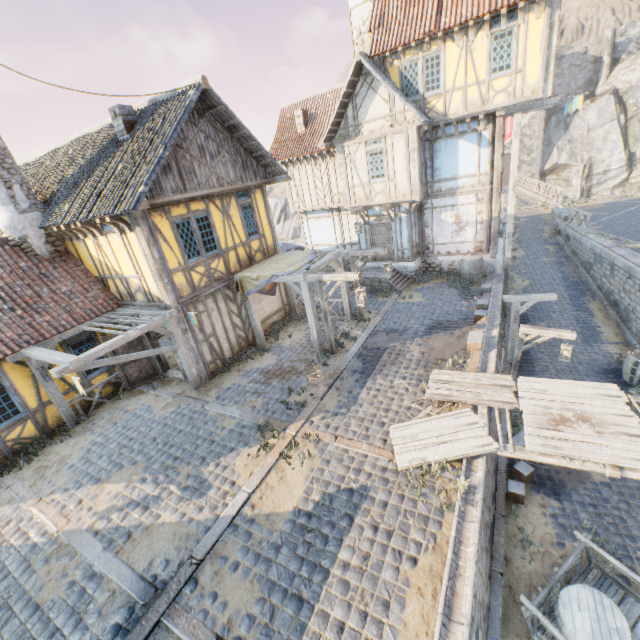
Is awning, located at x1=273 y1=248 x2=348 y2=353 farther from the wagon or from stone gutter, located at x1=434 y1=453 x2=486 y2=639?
the wagon

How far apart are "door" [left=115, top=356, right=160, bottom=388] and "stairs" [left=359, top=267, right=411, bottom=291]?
9.9 meters

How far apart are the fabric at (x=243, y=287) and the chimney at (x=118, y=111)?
5.24m

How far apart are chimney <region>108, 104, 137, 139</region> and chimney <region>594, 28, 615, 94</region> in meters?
51.6

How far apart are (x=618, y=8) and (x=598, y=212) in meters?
65.4

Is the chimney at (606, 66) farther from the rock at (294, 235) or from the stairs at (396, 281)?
the stairs at (396, 281)

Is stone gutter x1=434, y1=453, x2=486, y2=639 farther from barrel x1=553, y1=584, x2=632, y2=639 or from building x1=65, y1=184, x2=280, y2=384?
building x1=65, y1=184, x2=280, y2=384

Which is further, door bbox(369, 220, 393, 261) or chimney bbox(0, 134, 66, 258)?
door bbox(369, 220, 393, 261)
